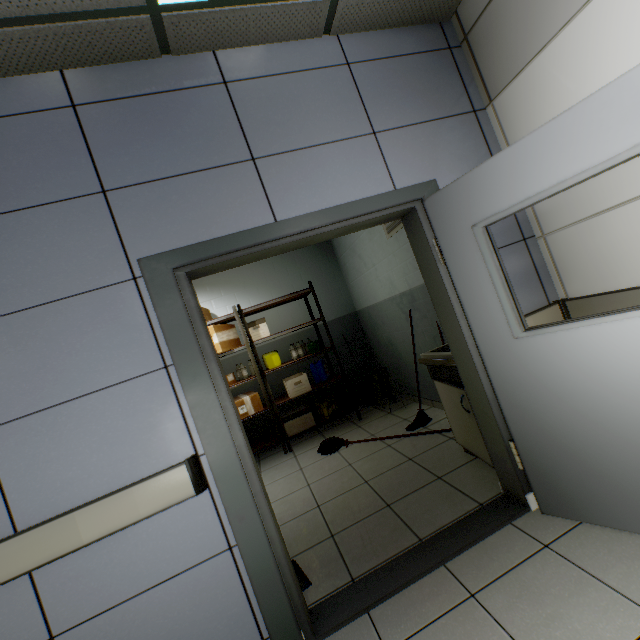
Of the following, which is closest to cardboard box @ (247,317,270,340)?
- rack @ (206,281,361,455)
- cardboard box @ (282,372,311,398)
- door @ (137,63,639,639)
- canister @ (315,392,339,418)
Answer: rack @ (206,281,361,455)

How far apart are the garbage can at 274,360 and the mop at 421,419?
1.4 meters

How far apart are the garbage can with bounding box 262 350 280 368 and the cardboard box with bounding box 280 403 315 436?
0.8m

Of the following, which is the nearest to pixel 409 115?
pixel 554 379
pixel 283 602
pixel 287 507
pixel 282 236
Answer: pixel 282 236

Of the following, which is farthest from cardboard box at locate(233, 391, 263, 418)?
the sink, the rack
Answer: the sink

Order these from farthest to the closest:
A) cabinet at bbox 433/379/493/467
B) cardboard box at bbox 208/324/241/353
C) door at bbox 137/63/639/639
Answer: cardboard box at bbox 208/324/241/353 < cabinet at bbox 433/379/493/467 < door at bbox 137/63/639/639

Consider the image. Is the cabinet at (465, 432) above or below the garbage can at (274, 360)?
below

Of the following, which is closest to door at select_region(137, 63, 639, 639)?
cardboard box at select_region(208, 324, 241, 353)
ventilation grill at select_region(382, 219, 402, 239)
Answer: ventilation grill at select_region(382, 219, 402, 239)
